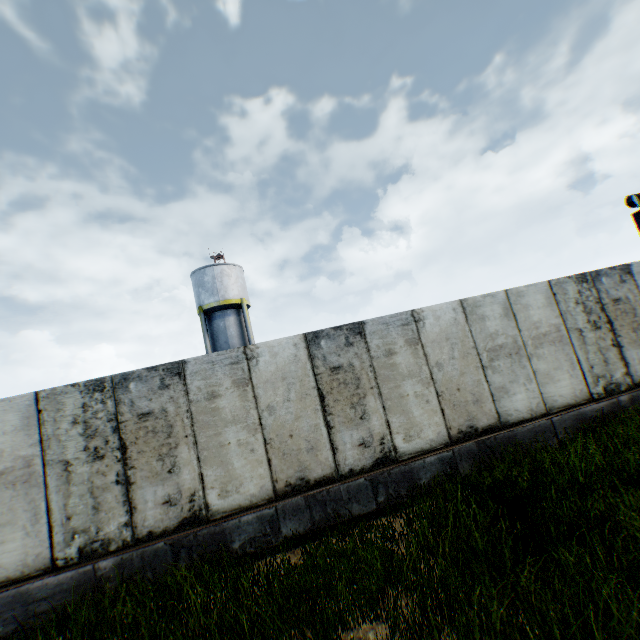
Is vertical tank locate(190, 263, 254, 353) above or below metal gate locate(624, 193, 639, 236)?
above

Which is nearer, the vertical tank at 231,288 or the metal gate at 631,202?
the metal gate at 631,202

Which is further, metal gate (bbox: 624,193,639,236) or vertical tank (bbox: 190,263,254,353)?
vertical tank (bbox: 190,263,254,353)

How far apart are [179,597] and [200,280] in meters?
22.0

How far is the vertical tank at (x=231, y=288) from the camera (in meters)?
23.78

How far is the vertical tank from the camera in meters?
23.8
